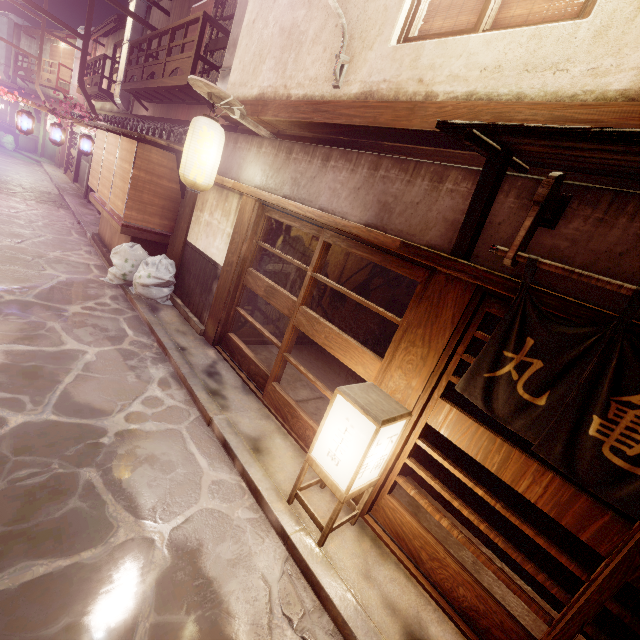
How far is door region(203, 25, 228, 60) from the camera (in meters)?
16.20

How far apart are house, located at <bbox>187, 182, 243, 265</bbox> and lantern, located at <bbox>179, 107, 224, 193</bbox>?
0.9 meters

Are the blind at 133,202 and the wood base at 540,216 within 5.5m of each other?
no

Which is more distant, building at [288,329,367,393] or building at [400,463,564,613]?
building at [288,329,367,393]

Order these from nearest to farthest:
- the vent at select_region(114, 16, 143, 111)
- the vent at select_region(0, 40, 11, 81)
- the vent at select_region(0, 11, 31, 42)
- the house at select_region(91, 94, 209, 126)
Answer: the house at select_region(91, 94, 209, 126) → the vent at select_region(114, 16, 143, 111) → the vent at select_region(0, 11, 31, 42) → the vent at select_region(0, 40, 11, 81)

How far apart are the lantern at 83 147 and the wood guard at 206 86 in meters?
17.5 m

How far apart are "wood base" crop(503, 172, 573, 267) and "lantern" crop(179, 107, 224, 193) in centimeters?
863cm

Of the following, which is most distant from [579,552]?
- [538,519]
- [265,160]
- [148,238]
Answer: [148,238]
